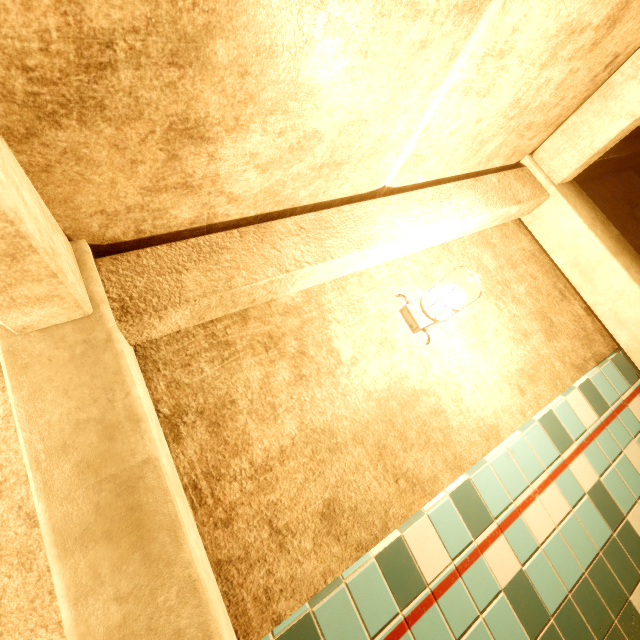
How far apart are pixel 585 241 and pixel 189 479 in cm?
280

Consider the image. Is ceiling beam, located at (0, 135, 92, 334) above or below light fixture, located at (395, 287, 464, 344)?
above

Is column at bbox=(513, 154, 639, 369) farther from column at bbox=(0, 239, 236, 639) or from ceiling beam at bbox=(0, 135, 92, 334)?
column at bbox=(0, 239, 236, 639)

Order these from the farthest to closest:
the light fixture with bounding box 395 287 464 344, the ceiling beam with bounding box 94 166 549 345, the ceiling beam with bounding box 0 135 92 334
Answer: the light fixture with bounding box 395 287 464 344 < the ceiling beam with bounding box 94 166 549 345 < the ceiling beam with bounding box 0 135 92 334

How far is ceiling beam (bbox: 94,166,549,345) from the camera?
1.19m

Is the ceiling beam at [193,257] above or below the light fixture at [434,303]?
above

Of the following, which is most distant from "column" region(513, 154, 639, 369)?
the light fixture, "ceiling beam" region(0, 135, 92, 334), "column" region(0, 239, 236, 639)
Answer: "column" region(0, 239, 236, 639)
